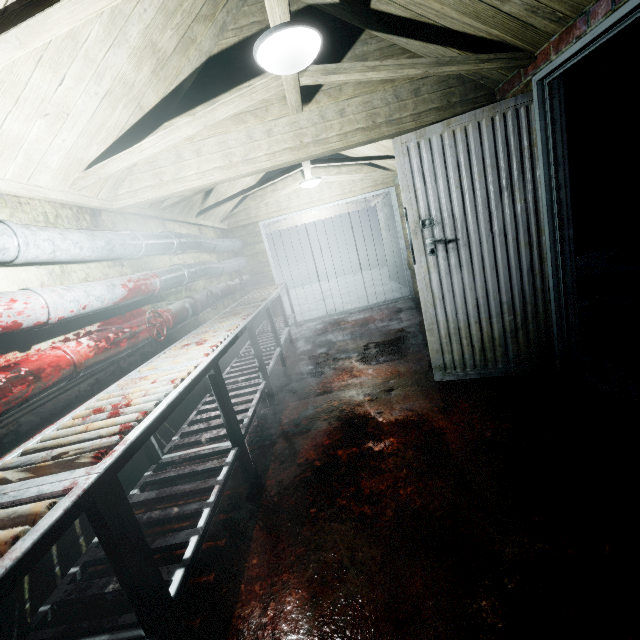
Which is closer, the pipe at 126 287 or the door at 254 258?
the pipe at 126 287

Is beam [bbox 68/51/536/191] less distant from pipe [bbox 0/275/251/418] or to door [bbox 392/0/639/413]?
door [bbox 392/0/639/413]

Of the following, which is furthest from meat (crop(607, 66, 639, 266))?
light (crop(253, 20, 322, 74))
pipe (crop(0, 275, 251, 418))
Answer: pipe (crop(0, 275, 251, 418))

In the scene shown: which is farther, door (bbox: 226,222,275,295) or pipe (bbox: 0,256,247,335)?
door (bbox: 226,222,275,295)

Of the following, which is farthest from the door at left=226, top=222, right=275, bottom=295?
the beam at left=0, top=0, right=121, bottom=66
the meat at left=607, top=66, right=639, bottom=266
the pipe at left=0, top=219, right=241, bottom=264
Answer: the meat at left=607, top=66, right=639, bottom=266

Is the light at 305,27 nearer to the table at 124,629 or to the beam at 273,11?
the beam at 273,11

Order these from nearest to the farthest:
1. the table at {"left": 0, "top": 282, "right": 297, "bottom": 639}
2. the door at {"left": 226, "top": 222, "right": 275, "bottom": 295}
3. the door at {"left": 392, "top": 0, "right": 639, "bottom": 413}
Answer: the table at {"left": 0, "top": 282, "right": 297, "bottom": 639}, the door at {"left": 392, "top": 0, "right": 639, "bottom": 413}, the door at {"left": 226, "top": 222, "right": 275, "bottom": 295}

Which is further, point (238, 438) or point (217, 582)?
point (238, 438)
